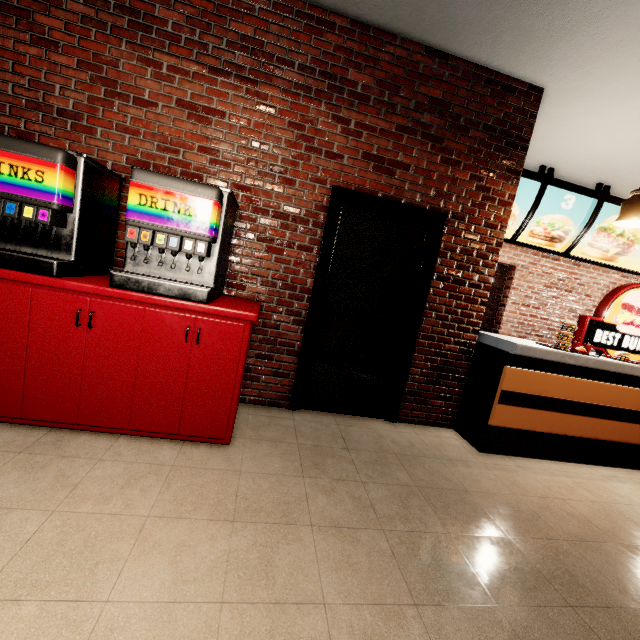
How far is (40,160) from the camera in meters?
1.9
